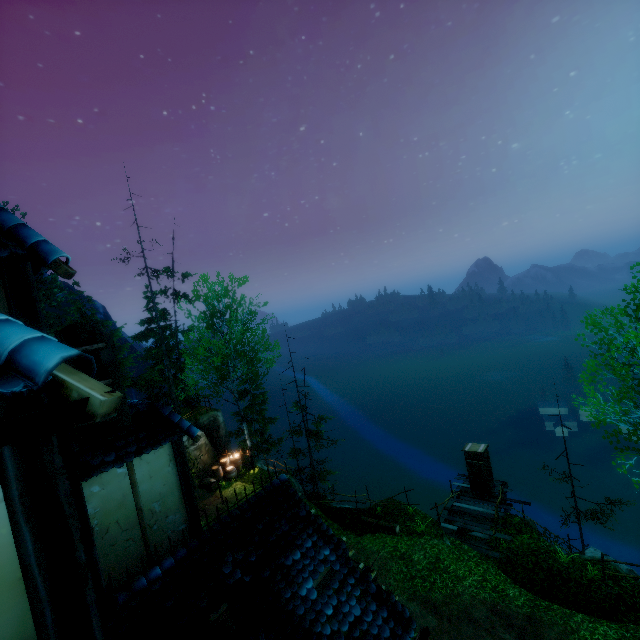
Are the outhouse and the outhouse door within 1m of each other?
yes

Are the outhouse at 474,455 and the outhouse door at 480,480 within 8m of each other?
yes

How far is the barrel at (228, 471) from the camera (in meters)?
19.61

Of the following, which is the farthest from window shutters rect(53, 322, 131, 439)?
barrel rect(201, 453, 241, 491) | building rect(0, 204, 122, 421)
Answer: barrel rect(201, 453, 241, 491)

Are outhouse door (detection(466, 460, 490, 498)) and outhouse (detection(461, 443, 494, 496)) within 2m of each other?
yes

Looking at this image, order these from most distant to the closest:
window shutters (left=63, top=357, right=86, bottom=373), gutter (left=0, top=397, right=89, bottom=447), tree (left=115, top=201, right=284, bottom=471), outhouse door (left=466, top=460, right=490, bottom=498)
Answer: tree (left=115, top=201, right=284, bottom=471) < outhouse door (left=466, top=460, right=490, bottom=498) < window shutters (left=63, top=357, right=86, bottom=373) < gutter (left=0, top=397, right=89, bottom=447)

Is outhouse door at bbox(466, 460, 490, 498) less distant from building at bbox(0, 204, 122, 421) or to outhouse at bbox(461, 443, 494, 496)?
A: outhouse at bbox(461, 443, 494, 496)

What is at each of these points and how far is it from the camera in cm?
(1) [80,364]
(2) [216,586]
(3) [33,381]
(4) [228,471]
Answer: (1) window shutters, 398
(2) building, 607
(3) building, 145
(4) barrel, 2048
